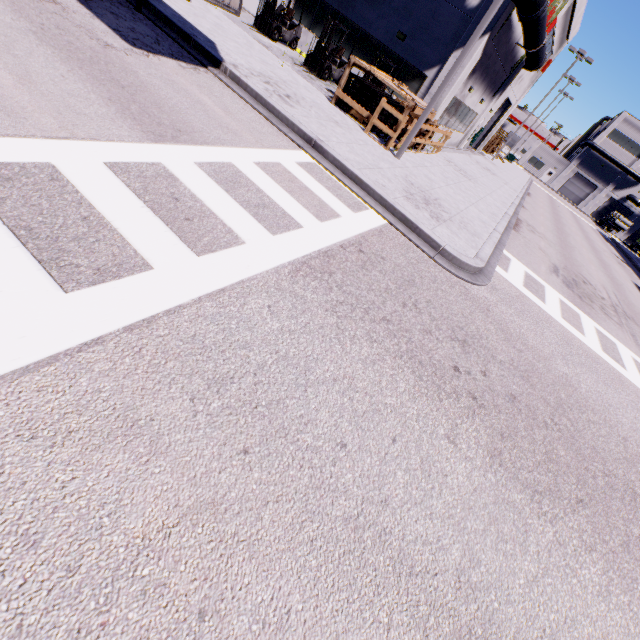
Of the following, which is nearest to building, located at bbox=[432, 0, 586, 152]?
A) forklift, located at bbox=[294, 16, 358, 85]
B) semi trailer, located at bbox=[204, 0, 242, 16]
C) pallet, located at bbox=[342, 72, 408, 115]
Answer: semi trailer, located at bbox=[204, 0, 242, 16]

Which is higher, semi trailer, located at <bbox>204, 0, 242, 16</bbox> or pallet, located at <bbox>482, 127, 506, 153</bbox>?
semi trailer, located at <bbox>204, 0, 242, 16</bbox>

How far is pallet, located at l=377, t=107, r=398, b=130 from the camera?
12.1m

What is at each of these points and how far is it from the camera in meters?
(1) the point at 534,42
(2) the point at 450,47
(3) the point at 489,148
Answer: (1) pipe, 16.8 m
(2) building, 15.1 m
(3) pallet, 39.1 m

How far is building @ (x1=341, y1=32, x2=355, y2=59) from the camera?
17.1m

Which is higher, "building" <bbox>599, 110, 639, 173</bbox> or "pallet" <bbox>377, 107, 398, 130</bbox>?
"building" <bbox>599, 110, 639, 173</bbox>

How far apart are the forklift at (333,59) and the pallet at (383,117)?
3.34m
